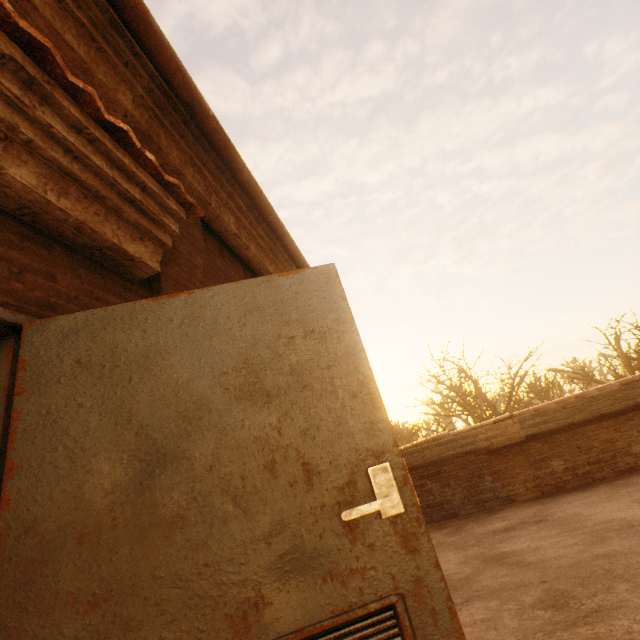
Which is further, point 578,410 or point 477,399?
point 477,399

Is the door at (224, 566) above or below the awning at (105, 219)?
below

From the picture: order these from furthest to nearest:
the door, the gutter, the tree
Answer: the tree
the gutter
the door

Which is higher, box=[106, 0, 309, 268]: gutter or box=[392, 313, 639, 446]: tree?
box=[106, 0, 309, 268]: gutter

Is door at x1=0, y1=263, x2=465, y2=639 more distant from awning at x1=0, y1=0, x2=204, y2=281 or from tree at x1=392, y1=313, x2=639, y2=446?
tree at x1=392, y1=313, x2=639, y2=446

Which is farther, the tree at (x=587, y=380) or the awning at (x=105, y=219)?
the tree at (x=587, y=380)

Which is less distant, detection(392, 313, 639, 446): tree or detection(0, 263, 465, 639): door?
detection(0, 263, 465, 639): door

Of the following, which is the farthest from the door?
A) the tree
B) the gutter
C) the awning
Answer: the tree
